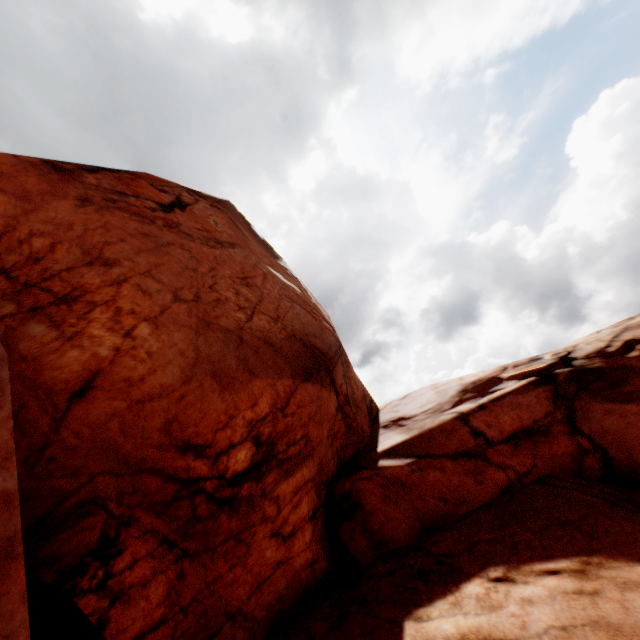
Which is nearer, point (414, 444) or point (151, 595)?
point (151, 595)
